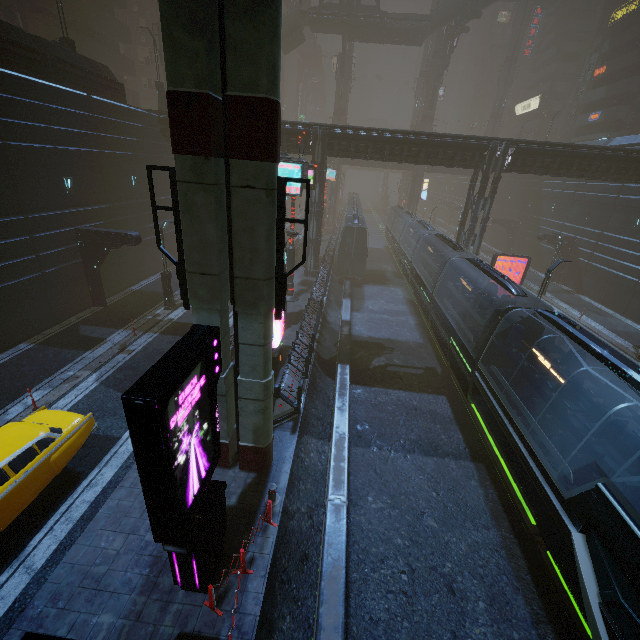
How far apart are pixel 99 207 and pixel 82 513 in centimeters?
1831cm

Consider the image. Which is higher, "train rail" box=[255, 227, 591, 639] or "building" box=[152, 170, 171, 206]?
"building" box=[152, 170, 171, 206]

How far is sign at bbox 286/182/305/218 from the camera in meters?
15.1

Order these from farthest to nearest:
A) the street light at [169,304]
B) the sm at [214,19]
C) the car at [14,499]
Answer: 1. the street light at [169,304]
2. the car at [14,499]
3. the sm at [214,19]

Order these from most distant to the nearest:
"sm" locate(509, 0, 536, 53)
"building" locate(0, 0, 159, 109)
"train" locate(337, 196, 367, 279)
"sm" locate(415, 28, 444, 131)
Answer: "sm" locate(509, 0, 536, 53)
"sm" locate(415, 28, 444, 131)
"train" locate(337, 196, 367, 279)
"building" locate(0, 0, 159, 109)

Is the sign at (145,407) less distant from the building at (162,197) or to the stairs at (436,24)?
the building at (162,197)

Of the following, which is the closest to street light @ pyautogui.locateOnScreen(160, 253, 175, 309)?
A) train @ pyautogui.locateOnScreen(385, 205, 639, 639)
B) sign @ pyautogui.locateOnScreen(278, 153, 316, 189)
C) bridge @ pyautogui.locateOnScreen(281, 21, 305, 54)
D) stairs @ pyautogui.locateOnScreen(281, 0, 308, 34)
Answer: sign @ pyautogui.locateOnScreen(278, 153, 316, 189)

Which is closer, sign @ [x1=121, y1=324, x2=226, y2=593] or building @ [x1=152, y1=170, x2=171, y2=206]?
sign @ [x1=121, y1=324, x2=226, y2=593]
